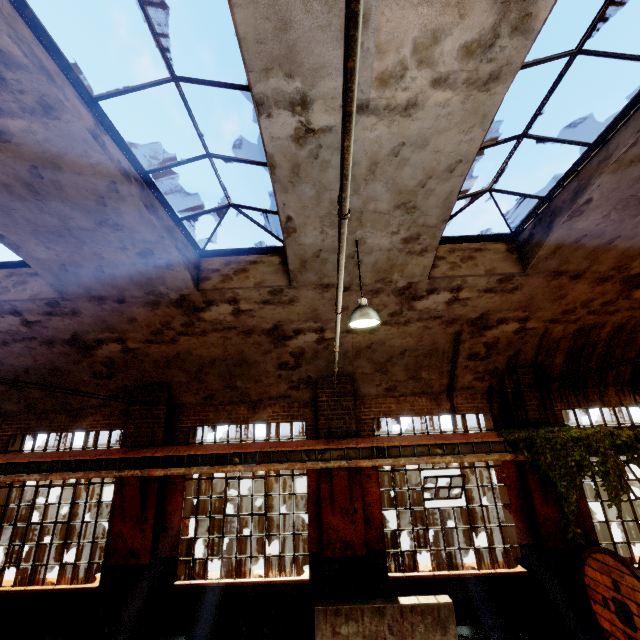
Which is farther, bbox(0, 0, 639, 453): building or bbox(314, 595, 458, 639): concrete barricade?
bbox(314, 595, 458, 639): concrete barricade

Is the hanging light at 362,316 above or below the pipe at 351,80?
above

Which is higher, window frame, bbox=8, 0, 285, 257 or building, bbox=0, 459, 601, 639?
window frame, bbox=8, 0, 285, 257

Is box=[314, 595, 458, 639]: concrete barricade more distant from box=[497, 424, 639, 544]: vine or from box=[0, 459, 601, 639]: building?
box=[497, 424, 639, 544]: vine

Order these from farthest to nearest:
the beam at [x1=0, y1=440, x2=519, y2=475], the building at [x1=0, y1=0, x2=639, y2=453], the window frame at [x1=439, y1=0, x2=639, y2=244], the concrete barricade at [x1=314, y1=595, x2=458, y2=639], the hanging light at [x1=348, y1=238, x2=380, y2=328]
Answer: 1. the beam at [x1=0, y1=440, x2=519, y2=475]
2. the concrete barricade at [x1=314, y1=595, x2=458, y2=639]
3. the hanging light at [x1=348, y1=238, x2=380, y2=328]
4. the window frame at [x1=439, y1=0, x2=639, y2=244]
5. the building at [x1=0, y1=0, x2=639, y2=453]

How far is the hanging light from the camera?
5.2m

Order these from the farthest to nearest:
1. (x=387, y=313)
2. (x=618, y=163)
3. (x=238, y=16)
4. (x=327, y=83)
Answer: (x=387, y=313) < (x=618, y=163) < (x=327, y=83) < (x=238, y=16)

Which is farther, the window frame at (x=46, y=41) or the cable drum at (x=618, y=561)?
the cable drum at (x=618, y=561)
